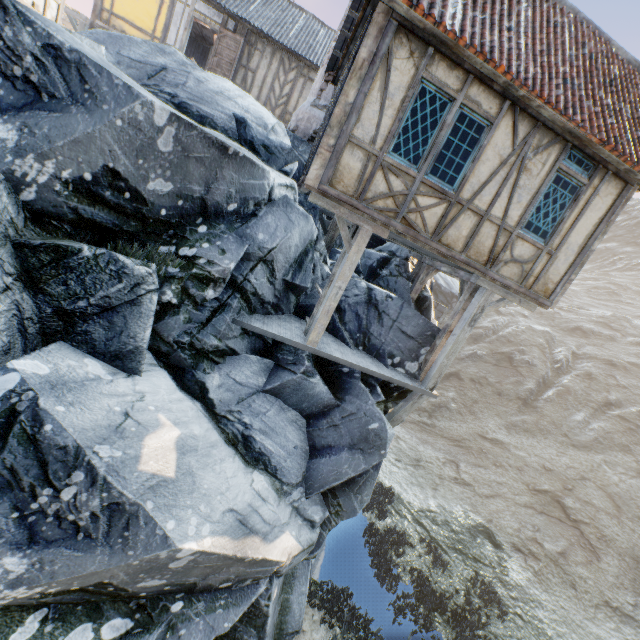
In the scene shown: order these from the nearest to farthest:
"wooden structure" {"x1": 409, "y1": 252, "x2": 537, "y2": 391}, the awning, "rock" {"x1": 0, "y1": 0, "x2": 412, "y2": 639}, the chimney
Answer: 1. "rock" {"x1": 0, "y1": 0, "x2": 412, "y2": 639}
2. "wooden structure" {"x1": 409, "y1": 252, "x2": 537, "y2": 391}
3. the chimney
4. the awning

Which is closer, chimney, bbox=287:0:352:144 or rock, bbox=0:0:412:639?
rock, bbox=0:0:412:639

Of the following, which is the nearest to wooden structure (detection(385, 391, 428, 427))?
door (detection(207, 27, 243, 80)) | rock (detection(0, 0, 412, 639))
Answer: rock (detection(0, 0, 412, 639))

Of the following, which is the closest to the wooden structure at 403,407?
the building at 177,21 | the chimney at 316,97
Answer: the chimney at 316,97

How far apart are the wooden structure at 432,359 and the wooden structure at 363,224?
2.78m

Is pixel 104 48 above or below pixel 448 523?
above

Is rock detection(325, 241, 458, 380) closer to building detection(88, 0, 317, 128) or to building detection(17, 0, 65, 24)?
building detection(17, 0, 65, 24)

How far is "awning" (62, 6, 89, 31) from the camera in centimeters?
1381cm
